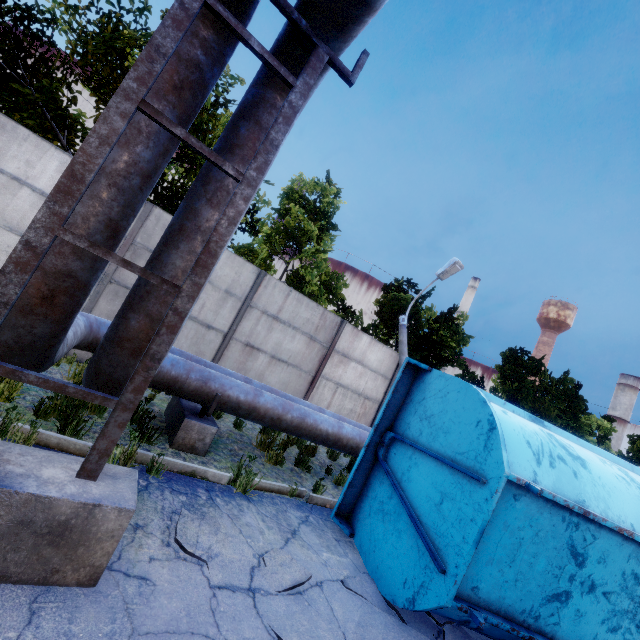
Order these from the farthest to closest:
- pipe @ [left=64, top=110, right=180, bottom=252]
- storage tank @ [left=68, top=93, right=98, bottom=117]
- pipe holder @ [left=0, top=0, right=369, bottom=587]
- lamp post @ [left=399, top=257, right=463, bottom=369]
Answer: storage tank @ [left=68, top=93, right=98, bottom=117]
lamp post @ [left=399, top=257, right=463, bottom=369]
pipe @ [left=64, top=110, right=180, bottom=252]
pipe holder @ [left=0, top=0, right=369, bottom=587]

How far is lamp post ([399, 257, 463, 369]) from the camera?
10.80m

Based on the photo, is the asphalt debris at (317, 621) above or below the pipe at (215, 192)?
below

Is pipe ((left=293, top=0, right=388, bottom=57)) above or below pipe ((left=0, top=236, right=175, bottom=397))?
above

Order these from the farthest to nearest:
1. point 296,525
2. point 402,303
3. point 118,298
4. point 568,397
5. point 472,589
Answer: point 568,397
point 402,303
point 118,298
point 296,525
point 472,589

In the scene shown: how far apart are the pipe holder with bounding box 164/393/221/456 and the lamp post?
5.5m

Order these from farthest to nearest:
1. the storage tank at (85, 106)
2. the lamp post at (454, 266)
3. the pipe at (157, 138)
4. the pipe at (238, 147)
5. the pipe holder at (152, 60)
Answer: the storage tank at (85, 106)
the lamp post at (454, 266)
the pipe at (238, 147)
the pipe at (157, 138)
the pipe holder at (152, 60)

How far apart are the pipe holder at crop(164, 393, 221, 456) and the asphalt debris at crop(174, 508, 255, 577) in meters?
1.7 m
